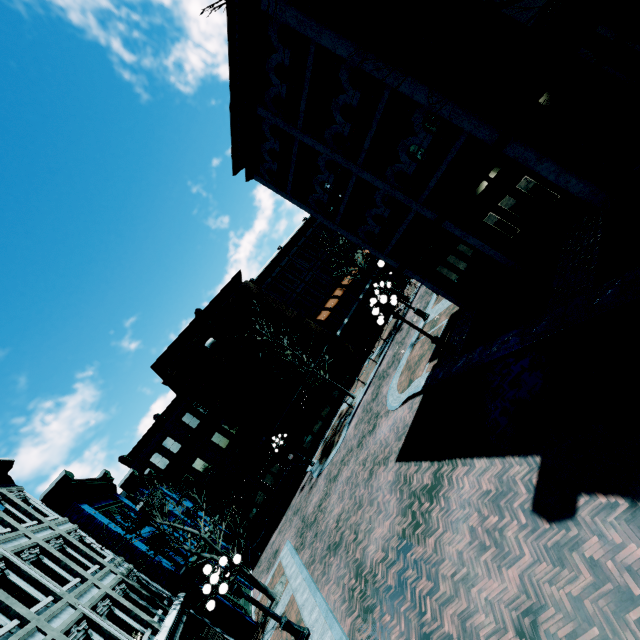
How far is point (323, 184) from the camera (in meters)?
12.98

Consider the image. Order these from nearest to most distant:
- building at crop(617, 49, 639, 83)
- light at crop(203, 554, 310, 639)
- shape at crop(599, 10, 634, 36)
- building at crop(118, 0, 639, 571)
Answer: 1. building at crop(617, 49, 639, 83)
2. building at crop(118, 0, 639, 571)
3. light at crop(203, 554, 310, 639)
4. shape at crop(599, 10, 634, 36)

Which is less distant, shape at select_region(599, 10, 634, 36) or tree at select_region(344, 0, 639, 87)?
tree at select_region(344, 0, 639, 87)

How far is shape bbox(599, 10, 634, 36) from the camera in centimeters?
1129cm

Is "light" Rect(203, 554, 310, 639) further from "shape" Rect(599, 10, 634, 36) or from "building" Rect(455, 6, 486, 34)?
"shape" Rect(599, 10, 634, 36)

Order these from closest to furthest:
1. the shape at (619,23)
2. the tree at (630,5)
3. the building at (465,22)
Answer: the tree at (630,5), the building at (465,22), the shape at (619,23)

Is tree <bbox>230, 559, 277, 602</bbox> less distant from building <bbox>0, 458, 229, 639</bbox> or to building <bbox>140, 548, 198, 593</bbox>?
building <bbox>140, 548, 198, 593</bbox>

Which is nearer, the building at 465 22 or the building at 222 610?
the building at 465 22
